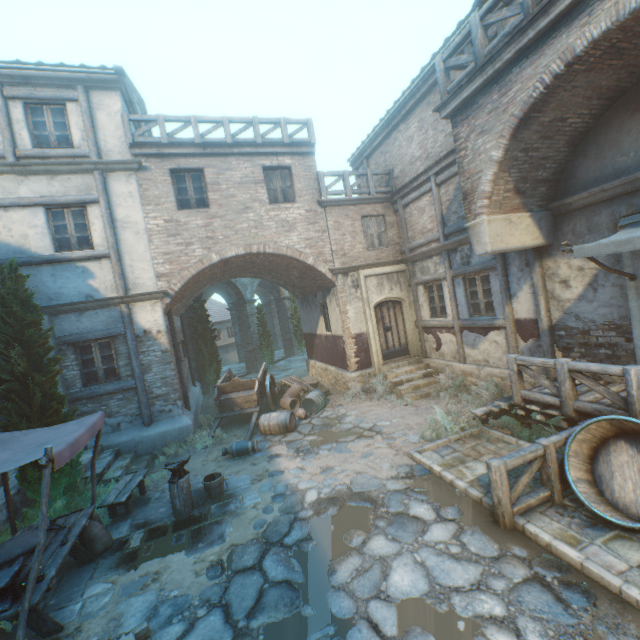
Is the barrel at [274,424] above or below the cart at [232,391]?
below

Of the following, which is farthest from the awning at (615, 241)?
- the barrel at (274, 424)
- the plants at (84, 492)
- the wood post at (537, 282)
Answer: the plants at (84, 492)

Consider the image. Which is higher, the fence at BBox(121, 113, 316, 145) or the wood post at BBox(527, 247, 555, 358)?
the fence at BBox(121, 113, 316, 145)

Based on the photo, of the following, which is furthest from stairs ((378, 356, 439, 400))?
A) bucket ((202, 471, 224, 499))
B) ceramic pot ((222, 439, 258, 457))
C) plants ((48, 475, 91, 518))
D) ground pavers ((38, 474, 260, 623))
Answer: plants ((48, 475, 91, 518))

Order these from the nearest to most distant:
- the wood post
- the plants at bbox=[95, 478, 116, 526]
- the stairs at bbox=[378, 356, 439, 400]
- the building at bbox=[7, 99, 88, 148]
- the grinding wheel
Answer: the grinding wheel, the plants at bbox=[95, 478, 116, 526], the wood post, the building at bbox=[7, 99, 88, 148], the stairs at bbox=[378, 356, 439, 400]

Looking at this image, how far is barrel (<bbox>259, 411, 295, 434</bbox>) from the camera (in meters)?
9.66

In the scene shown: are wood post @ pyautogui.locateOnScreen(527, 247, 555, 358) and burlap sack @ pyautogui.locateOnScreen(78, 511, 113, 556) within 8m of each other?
no

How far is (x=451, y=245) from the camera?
10.2m
